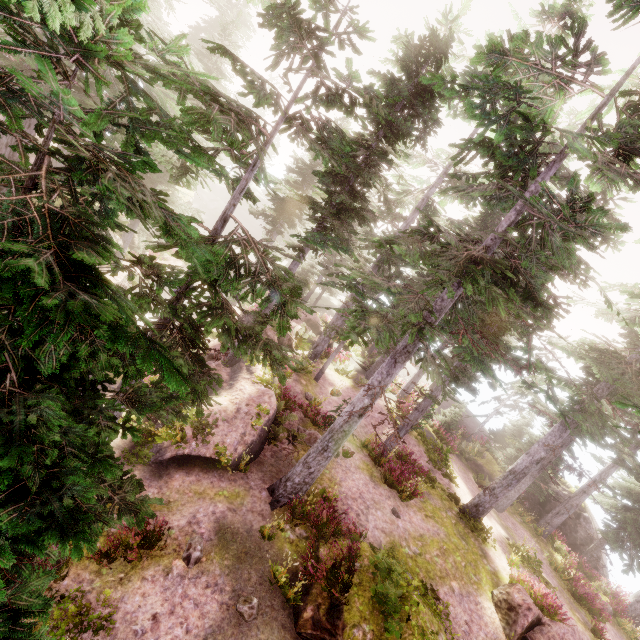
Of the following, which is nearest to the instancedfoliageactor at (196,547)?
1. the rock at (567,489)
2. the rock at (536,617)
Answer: the rock at (567,489)

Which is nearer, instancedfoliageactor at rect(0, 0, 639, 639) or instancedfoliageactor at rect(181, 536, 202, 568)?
instancedfoliageactor at rect(0, 0, 639, 639)

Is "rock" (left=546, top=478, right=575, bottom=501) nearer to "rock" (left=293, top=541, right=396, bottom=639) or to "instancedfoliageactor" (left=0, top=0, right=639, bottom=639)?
"instancedfoliageactor" (left=0, top=0, right=639, bottom=639)

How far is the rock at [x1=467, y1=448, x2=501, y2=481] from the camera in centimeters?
2488cm

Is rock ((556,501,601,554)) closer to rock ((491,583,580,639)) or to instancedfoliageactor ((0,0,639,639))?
instancedfoliageactor ((0,0,639,639))

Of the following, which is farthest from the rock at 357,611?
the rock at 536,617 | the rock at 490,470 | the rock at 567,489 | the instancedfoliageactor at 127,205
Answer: the rock at 567,489

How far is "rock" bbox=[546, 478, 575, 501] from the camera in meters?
24.6

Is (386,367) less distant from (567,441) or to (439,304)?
(439,304)
